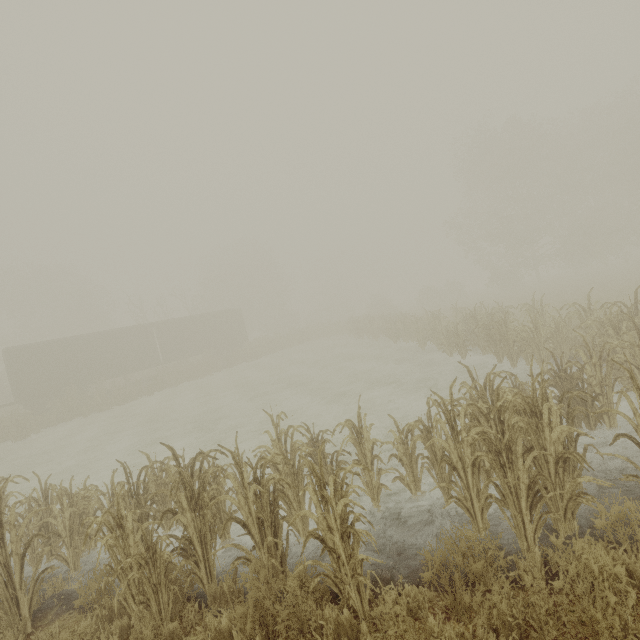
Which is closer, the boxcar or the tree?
the tree

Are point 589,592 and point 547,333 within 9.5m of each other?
yes

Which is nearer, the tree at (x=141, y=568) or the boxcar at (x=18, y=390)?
the tree at (x=141, y=568)
